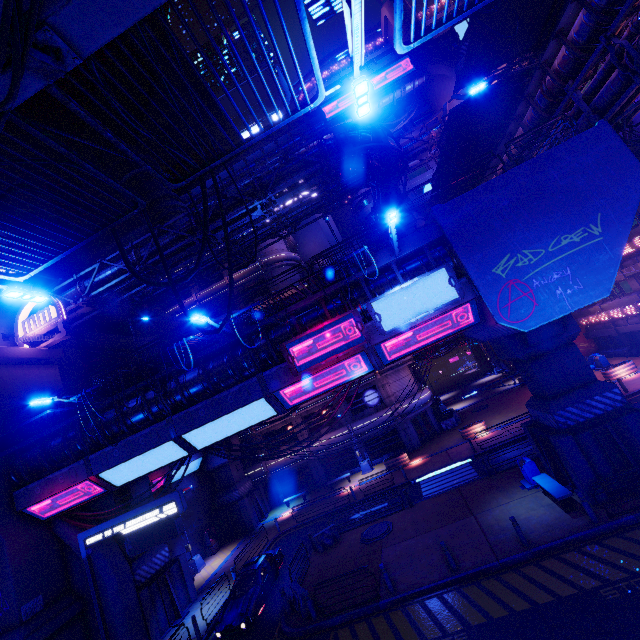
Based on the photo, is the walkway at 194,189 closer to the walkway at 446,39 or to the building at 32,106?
the walkway at 446,39

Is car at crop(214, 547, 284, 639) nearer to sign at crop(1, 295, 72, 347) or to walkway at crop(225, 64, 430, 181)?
sign at crop(1, 295, 72, 347)

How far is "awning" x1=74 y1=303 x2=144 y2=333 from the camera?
29.02m

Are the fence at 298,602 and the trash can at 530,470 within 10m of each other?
no

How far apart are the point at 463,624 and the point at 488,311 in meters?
10.8 m

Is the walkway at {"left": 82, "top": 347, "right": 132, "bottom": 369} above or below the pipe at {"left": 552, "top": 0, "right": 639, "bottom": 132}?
above

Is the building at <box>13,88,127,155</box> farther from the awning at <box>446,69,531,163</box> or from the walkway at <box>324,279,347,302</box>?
the awning at <box>446,69,531,163</box>

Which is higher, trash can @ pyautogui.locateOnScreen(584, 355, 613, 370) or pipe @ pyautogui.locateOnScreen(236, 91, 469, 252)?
pipe @ pyautogui.locateOnScreen(236, 91, 469, 252)
